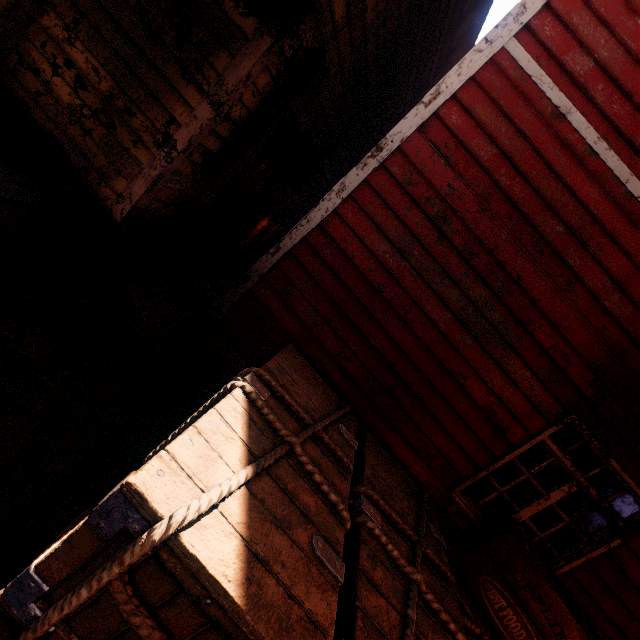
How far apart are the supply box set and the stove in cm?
1674

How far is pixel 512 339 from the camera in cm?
325

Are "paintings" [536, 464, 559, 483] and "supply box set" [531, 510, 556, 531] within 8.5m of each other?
yes

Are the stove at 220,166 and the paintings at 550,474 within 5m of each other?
no

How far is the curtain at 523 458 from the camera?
3.52m

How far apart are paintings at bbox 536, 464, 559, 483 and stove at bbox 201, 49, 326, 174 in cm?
1591

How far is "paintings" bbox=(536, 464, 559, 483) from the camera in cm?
1370

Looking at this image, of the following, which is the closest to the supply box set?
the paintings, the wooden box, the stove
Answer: the paintings
